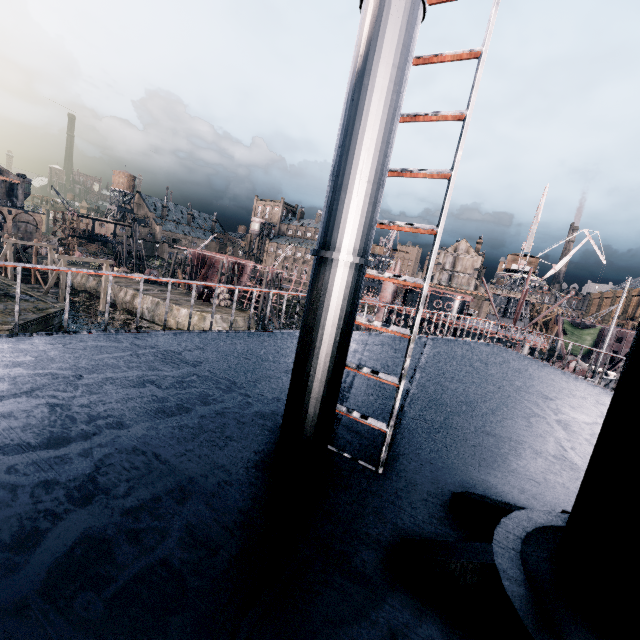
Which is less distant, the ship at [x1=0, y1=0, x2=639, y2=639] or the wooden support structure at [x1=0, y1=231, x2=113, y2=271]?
the ship at [x1=0, y1=0, x2=639, y2=639]

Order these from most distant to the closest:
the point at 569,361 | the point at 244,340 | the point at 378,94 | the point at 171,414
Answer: the point at 569,361
the point at 244,340
the point at 171,414
the point at 378,94

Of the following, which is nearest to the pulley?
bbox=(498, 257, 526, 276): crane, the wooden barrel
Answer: the wooden barrel

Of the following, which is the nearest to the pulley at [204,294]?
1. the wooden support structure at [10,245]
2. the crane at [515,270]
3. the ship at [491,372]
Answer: the wooden support structure at [10,245]

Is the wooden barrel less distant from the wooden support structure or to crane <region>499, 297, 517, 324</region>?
the wooden support structure

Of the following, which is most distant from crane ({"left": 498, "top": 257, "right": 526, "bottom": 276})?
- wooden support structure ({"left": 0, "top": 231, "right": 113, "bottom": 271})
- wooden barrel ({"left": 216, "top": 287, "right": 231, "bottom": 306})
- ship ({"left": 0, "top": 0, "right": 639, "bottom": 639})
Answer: wooden support structure ({"left": 0, "top": 231, "right": 113, "bottom": 271})

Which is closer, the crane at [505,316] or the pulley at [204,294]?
the pulley at [204,294]

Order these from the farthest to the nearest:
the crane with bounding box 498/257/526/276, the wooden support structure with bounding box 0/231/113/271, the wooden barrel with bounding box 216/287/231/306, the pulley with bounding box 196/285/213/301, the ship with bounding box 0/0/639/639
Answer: the crane with bounding box 498/257/526/276
the pulley with bounding box 196/285/213/301
the wooden barrel with bounding box 216/287/231/306
the wooden support structure with bounding box 0/231/113/271
the ship with bounding box 0/0/639/639
